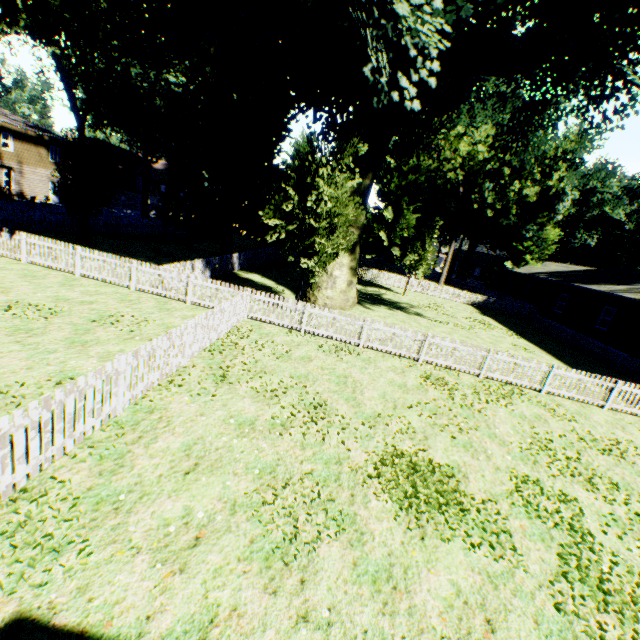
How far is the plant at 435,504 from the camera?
5.7 meters

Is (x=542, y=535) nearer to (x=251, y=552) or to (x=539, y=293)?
(x=251, y=552)

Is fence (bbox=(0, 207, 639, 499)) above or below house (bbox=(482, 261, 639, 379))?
below

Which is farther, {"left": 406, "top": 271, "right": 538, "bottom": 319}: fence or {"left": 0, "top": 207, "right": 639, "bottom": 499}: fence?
{"left": 406, "top": 271, "right": 538, "bottom": 319}: fence

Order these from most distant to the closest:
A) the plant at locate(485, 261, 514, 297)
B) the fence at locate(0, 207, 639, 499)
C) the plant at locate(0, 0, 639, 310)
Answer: the plant at locate(485, 261, 514, 297), the plant at locate(0, 0, 639, 310), the fence at locate(0, 207, 639, 499)

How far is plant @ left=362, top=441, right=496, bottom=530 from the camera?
5.7m

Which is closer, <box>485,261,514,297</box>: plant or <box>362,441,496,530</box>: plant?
<box>362,441,496,530</box>: plant

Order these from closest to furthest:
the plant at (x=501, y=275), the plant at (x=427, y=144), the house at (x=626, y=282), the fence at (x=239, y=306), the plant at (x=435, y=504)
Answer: the fence at (x=239, y=306) → the plant at (x=435, y=504) → the plant at (x=427, y=144) → the house at (x=626, y=282) → the plant at (x=501, y=275)
